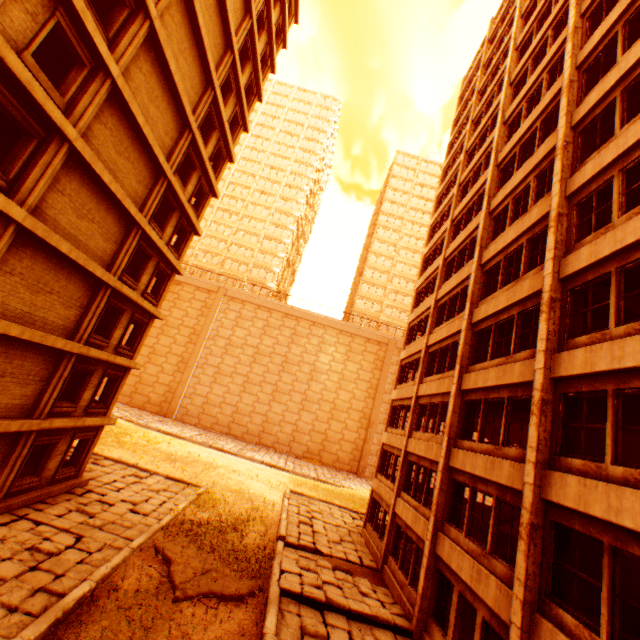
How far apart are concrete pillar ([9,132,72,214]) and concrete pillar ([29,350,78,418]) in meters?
5.7

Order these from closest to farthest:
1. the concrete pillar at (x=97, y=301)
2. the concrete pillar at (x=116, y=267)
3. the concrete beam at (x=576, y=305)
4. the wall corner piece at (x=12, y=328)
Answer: the concrete beam at (x=576, y=305), the wall corner piece at (x=12, y=328), the concrete pillar at (x=97, y=301), the concrete pillar at (x=116, y=267)

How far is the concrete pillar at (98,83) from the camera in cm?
1023

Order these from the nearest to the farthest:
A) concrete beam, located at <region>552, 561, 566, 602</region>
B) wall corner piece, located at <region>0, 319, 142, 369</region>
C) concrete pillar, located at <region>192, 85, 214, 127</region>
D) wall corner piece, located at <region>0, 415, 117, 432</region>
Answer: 1. concrete beam, located at <region>552, 561, 566, 602</region>
2. wall corner piece, located at <region>0, 319, 142, 369</region>
3. wall corner piece, located at <region>0, 415, 117, 432</region>
4. concrete pillar, located at <region>192, 85, 214, 127</region>

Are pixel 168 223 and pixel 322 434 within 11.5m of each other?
no

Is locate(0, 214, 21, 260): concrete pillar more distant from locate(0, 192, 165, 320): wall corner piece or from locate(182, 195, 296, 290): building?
locate(182, 195, 296, 290): building

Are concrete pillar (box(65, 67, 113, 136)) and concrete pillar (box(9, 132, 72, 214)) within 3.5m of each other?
yes

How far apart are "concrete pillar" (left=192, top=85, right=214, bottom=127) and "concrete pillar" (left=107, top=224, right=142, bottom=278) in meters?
6.3
